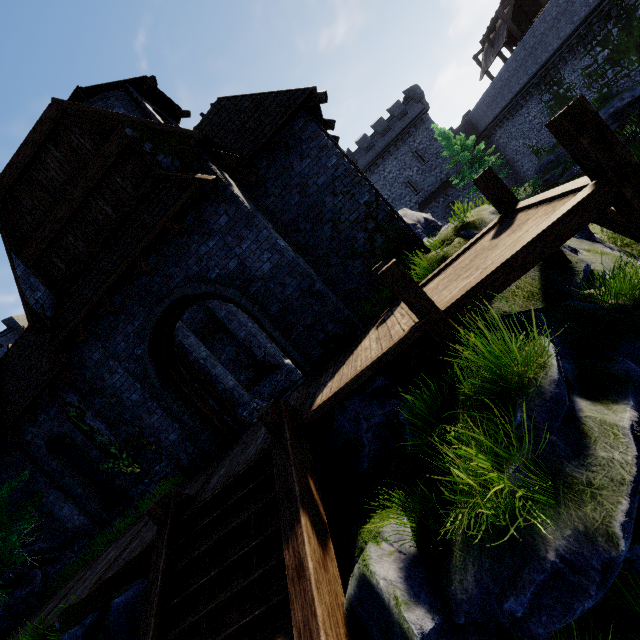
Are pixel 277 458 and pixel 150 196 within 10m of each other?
yes

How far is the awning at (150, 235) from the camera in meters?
7.0

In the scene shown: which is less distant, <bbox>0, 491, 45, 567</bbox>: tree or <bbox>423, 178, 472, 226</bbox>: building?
<bbox>0, 491, 45, 567</bbox>: tree

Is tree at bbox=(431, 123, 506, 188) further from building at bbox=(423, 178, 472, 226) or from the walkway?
the walkway

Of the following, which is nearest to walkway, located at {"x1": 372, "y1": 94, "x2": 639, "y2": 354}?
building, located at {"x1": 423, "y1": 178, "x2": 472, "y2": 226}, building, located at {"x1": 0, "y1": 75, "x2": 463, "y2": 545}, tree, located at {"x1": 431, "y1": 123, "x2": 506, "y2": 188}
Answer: building, located at {"x1": 0, "y1": 75, "x2": 463, "y2": 545}

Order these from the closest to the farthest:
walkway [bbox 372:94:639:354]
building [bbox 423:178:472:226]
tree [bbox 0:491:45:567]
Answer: walkway [bbox 372:94:639:354] < tree [bbox 0:491:45:567] < building [bbox 423:178:472:226]

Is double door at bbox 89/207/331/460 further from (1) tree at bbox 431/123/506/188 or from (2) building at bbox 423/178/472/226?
(2) building at bbox 423/178/472/226

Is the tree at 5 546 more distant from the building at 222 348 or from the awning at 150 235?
the awning at 150 235
